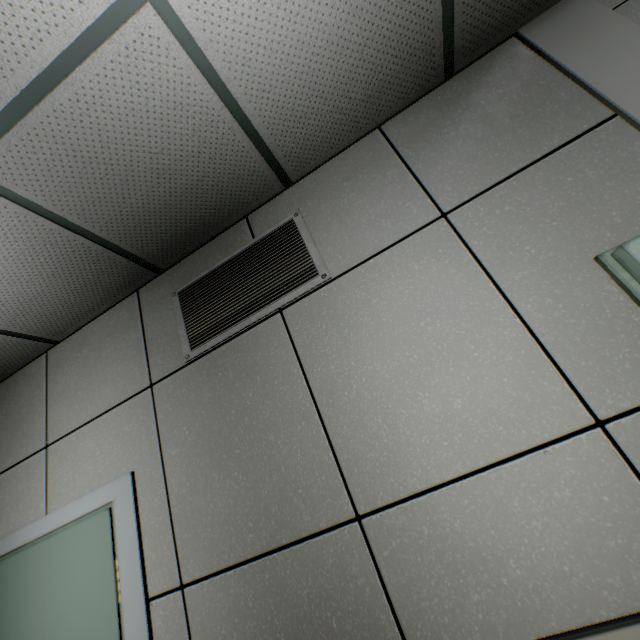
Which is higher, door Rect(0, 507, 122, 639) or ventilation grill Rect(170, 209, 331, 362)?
ventilation grill Rect(170, 209, 331, 362)

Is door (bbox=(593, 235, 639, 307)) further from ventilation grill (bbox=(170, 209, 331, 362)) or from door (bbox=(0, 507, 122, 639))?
door (bbox=(0, 507, 122, 639))

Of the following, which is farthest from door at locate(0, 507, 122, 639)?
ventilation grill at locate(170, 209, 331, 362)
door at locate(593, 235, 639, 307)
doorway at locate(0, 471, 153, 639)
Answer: door at locate(593, 235, 639, 307)

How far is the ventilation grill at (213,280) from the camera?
1.7m

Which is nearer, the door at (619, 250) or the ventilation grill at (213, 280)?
the door at (619, 250)

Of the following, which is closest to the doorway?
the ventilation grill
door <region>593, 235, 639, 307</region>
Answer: the ventilation grill

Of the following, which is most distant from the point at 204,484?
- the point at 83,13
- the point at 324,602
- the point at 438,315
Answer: the point at 83,13
